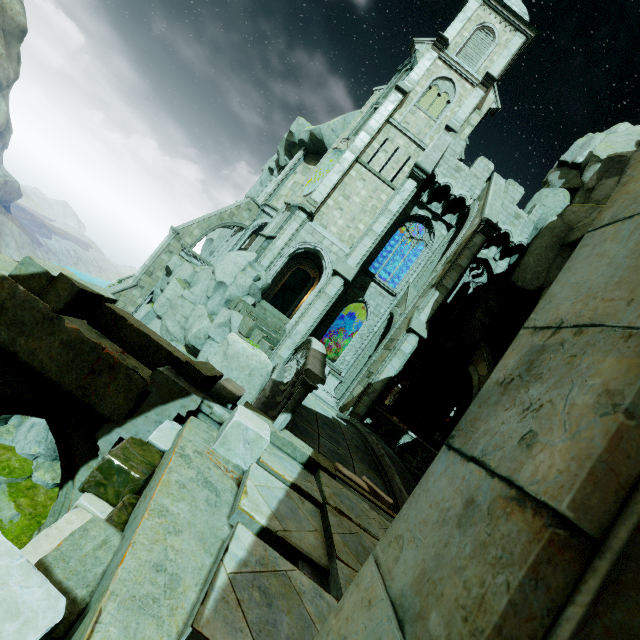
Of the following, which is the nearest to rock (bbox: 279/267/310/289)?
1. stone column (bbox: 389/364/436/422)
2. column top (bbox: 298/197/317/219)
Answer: column top (bbox: 298/197/317/219)

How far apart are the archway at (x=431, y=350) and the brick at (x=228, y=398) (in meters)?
16.09

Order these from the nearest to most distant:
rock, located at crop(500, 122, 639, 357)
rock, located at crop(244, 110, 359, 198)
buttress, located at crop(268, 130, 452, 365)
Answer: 1. buttress, located at crop(268, 130, 452, 365)
2. rock, located at crop(500, 122, 639, 357)
3. rock, located at crop(244, 110, 359, 198)

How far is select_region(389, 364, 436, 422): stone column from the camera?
20.1m

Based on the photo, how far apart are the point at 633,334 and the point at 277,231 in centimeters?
2063cm

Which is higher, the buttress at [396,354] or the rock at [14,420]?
the buttress at [396,354]

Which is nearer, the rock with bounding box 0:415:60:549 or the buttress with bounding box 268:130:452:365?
the rock with bounding box 0:415:60:549

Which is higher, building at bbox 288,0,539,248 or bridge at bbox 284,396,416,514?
building at bbox 288,0,539,248
